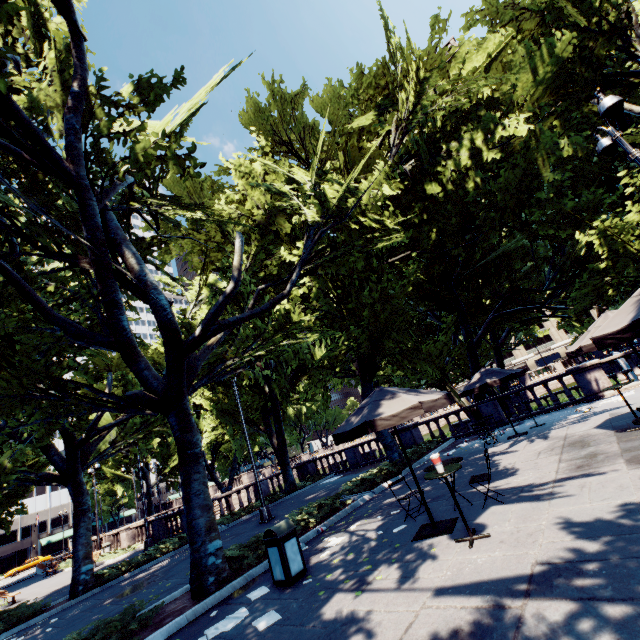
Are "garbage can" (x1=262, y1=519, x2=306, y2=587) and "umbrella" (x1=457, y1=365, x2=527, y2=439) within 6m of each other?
no

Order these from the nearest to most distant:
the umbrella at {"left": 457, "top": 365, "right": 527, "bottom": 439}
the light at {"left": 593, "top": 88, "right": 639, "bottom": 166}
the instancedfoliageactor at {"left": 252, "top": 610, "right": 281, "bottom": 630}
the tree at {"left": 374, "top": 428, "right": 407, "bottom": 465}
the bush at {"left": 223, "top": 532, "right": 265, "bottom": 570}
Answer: the instancedfoliageactor at {"left": 252, "top": 610, "right": 281, "bottom": 630} → the light at {"left": 593, "top": 88, "right": 639, "bottom": 166} → the bush at {"left": 223, "top": 532, "right": 265, "bottom": 570} → the umbrella at {"left": 457, "top": 365, "right": 527, "bottom": 439} → the tree at {"left": 374, "top": 428, "right": 407, "bottom": 465}

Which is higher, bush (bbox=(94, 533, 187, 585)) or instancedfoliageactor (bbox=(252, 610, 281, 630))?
bush (bbox=(94, 533, 187, 585))

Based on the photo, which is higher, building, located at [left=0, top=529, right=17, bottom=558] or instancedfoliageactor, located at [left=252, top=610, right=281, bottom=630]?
building, located at [left=0, top=529, right=17, bottom=558]

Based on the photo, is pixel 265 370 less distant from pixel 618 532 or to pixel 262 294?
pixel 262 294

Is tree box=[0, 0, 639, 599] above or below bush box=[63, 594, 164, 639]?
above

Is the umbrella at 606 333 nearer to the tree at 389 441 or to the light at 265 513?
the tree at 389 441

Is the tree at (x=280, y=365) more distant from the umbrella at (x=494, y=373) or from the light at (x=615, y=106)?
the light at (x=615, y=106)
